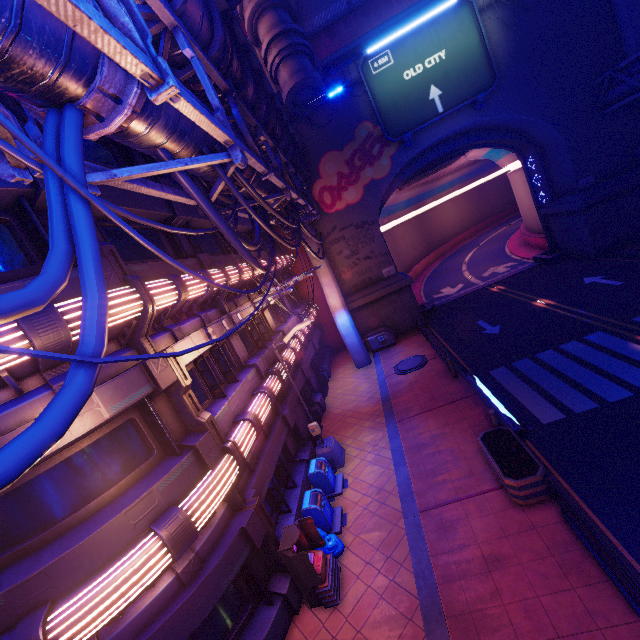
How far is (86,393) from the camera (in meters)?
2.39

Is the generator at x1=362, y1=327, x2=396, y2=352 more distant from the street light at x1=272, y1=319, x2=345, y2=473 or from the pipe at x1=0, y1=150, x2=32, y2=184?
the street light at x1=272, y1=319, x2=345, y2=473

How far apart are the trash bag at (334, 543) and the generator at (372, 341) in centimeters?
1474cm

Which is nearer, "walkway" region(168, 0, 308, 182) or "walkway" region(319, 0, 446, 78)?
"walkway" region(168, 0, 308, 182)

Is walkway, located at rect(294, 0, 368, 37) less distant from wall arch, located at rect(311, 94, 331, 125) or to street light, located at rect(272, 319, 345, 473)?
wall arch, located at rect(311, 94, 331, 125)

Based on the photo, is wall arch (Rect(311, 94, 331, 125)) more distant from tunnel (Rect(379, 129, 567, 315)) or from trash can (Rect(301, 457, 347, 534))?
trash can (Rect(301, 457, 347, 534))

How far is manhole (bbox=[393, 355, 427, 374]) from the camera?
18.52m

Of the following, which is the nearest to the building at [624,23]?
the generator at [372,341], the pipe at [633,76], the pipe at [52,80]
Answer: the pipe at [633,76]
